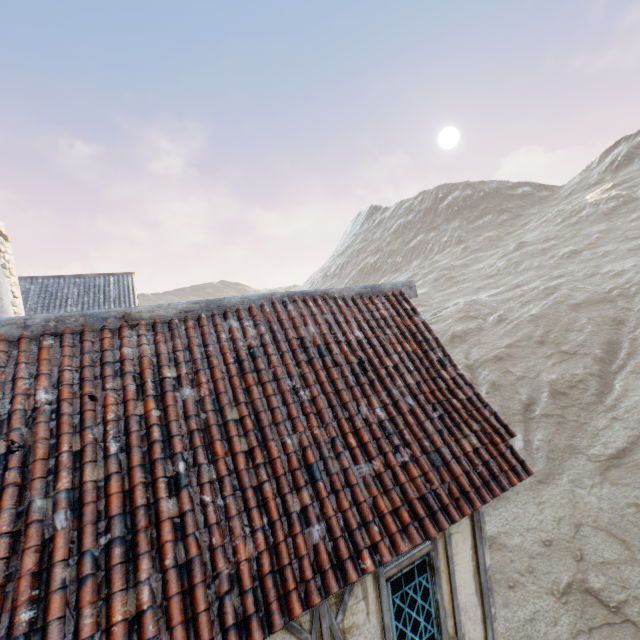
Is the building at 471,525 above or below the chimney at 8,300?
below

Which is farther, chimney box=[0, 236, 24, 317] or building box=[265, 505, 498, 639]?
chimney box=[0, 236, 24, 317]

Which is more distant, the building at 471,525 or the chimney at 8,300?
the chimney at 8,300

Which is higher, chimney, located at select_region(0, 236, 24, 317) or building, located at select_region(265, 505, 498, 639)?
chimney, located at select_region(0, 236, 24, 317)

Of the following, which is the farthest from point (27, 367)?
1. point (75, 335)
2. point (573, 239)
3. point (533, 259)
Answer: point (573, 239)
